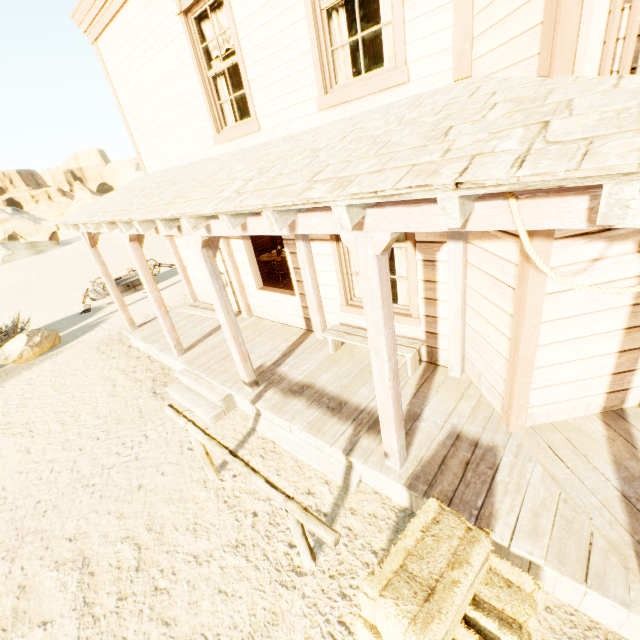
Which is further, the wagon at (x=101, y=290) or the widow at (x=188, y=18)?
the wagon at (x=101, y=290)

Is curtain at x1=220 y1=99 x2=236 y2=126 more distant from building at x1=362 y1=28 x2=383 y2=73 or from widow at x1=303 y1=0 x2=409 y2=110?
widow at x1=303 y1=0 x2=409 y2=110

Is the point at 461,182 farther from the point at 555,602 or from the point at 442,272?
the point at 555,602

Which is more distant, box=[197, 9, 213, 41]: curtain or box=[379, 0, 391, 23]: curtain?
box=[197, 9, 213, 41]: curtain

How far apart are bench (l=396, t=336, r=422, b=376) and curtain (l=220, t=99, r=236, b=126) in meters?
3.6

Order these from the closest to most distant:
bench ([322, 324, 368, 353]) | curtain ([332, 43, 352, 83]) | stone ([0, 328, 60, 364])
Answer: curtain ([332, 43, 352, 83]) → bench ([322, 324, 368, 353]) → stone ([0, 328, 60, 364])

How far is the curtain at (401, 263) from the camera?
4.7 meters

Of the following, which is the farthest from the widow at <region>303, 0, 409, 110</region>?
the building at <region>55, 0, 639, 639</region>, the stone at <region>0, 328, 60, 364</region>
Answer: the stone at <region>0, 328, 60, 364</region>
